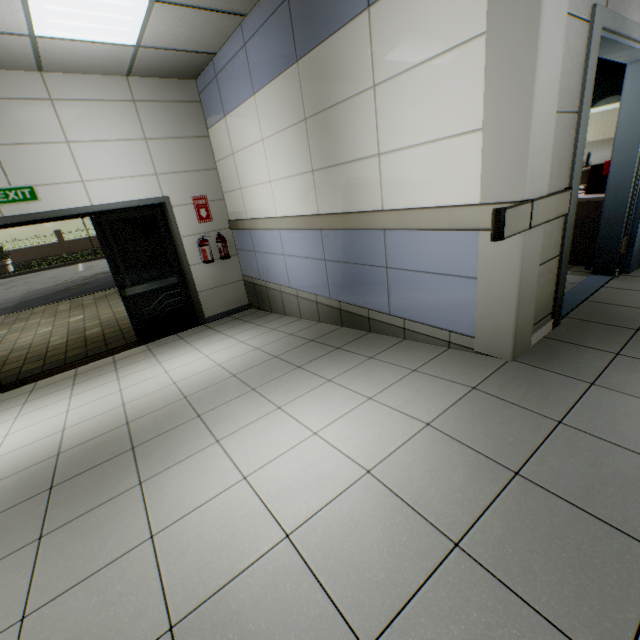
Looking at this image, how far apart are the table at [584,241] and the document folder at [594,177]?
0.01m

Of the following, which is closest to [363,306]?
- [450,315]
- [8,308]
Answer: [450,315]

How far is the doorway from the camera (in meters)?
5.50

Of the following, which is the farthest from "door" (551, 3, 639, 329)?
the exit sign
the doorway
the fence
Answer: the fence

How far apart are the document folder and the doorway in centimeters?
272cm

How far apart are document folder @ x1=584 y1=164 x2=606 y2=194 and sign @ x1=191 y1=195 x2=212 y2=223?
5.5 meters

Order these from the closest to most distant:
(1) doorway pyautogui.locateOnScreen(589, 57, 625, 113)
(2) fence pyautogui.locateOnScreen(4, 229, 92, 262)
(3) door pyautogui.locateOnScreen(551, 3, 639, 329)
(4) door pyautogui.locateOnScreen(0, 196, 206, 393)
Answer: (3) door pyautogui.locateOnScreen(551, 3, 639, 329)
(4) door pyautogui.locateOnScreen(0, 196, 206, 393)
(1) doorway pyautogui.locateOnScreen(589, 57, 625, 113)
(2) fence pyautogui.locateOnScreen(4, 229, 92, 262)

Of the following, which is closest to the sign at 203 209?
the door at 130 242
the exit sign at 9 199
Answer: the door at 130 242
